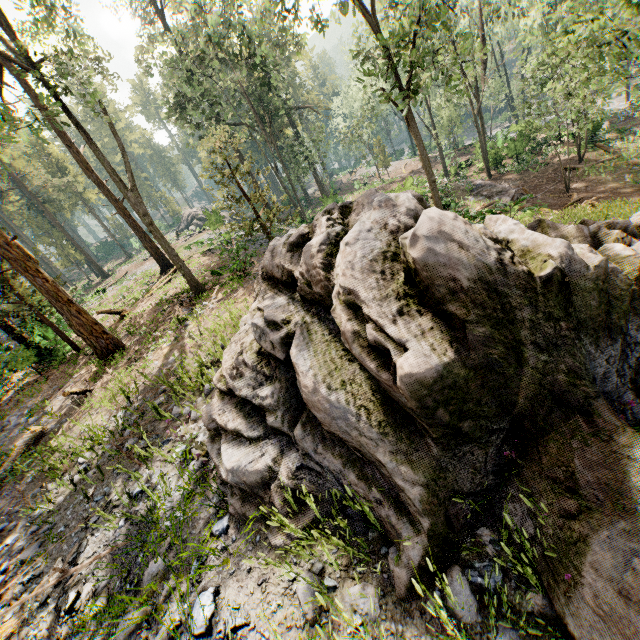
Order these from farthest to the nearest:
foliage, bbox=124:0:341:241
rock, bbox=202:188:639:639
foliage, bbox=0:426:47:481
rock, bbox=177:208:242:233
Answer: rock, bbox=177:208:242:233 → foliage, bbox=124:0:341:241 → foliage, bbox=0:426:47:481 → rock, bbox=202:188:639:639

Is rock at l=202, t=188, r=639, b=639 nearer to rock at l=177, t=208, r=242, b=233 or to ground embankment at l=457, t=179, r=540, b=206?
ground embankment at l=457, t=179, r=540, b=206

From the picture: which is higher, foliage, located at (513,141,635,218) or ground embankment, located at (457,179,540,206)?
foliage, located at (513,141,635,218)

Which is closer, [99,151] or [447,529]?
[447,529]

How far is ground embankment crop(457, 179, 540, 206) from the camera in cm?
2083

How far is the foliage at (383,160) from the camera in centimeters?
3888cm

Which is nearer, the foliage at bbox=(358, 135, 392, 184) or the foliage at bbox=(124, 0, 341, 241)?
the foliage at bbox=(124, 0, 341, 241)

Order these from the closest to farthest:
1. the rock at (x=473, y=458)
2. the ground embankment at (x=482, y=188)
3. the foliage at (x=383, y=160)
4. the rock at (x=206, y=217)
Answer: the rock at (x=473, y=458), the ground embankment at (x=482, y=188), the rock at (x=206, y=217), the foliage at (x=383, y=160)
